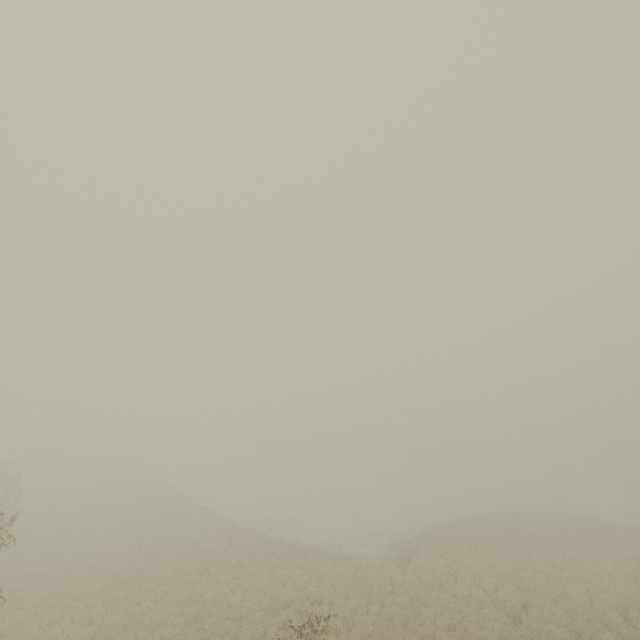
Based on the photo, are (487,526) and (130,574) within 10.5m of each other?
no
